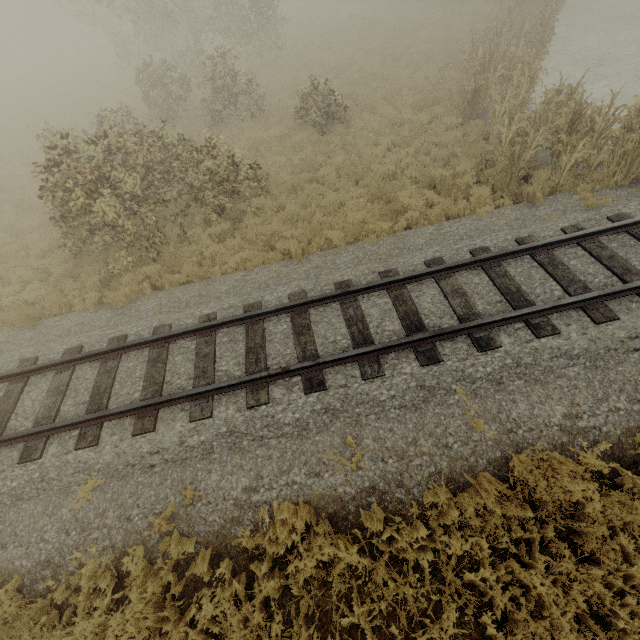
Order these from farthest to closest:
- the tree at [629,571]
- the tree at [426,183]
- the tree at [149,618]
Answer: the tree at [426,183] < the tree at [149,618] < the tree at [629,571]

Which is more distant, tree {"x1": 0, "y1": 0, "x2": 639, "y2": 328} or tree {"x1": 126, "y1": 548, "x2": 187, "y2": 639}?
tree {"x1": 0, "y1": 0, "x2": 639, "y2": 328}

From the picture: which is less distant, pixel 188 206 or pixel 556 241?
pixel 556 241

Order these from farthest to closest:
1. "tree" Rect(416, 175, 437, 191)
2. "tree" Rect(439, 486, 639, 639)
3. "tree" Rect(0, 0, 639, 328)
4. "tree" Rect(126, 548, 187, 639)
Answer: "tree" Rect(416, 175, 437, 191) → "tree" Rect(0, 0, 639, 328) → "tree" Rect(126, 548, 187, 639) → "tree" Rect(439, 486, 639, 639)

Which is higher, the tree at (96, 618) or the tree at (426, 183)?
the tree at (96, 618)

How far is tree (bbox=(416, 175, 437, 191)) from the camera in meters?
9.7 m
